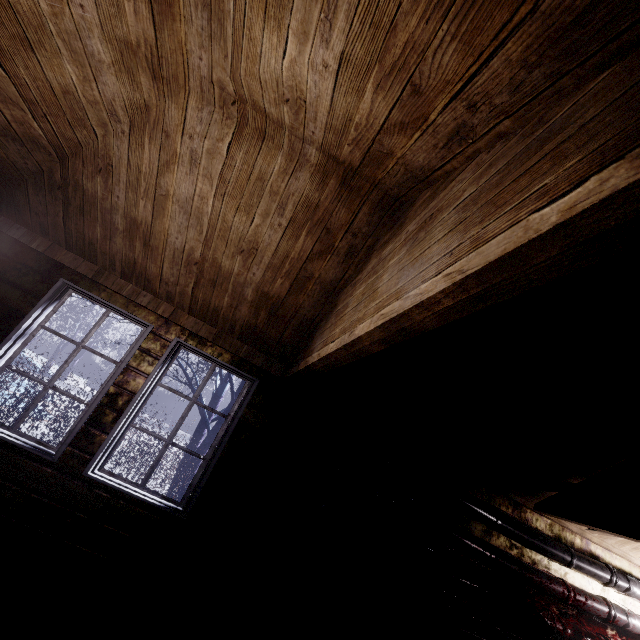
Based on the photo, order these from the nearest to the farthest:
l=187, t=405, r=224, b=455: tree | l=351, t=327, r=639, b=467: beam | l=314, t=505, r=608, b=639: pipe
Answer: l=351, t=327, r=639, b=467: beam → l=314, t=505, r=608, b=639: pipe → l=187, t=405, r=224, b=455: tree

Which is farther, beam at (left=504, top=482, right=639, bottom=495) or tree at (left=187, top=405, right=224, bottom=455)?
tree at (left=187, top=405, right=224, bottom=455)

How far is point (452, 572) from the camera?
3.01m

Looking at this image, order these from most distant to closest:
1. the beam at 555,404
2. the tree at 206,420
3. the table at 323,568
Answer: the tree at 206,420
the table at 323,568
the beam at 555,404

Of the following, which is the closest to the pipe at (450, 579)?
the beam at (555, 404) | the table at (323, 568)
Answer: the table at (323, 568)

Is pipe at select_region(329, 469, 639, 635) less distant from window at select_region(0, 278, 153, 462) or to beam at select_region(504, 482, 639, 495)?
beam at select_region(504, 482, 639, 495)

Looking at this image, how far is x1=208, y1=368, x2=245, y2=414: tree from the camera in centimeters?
584cm
